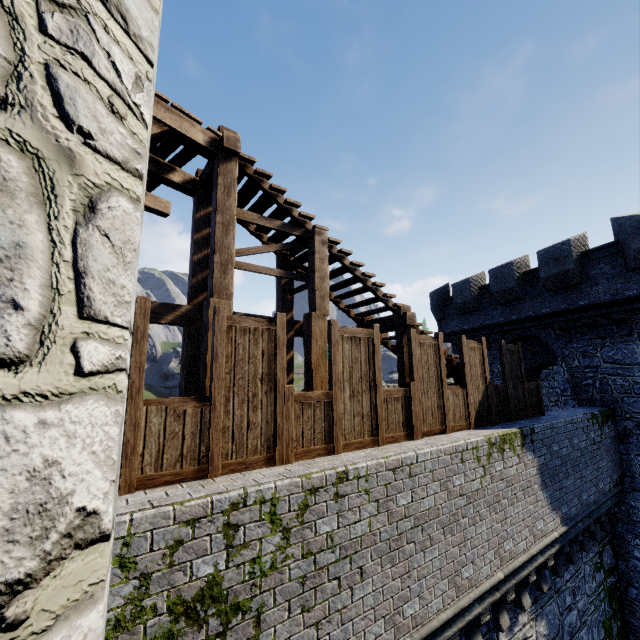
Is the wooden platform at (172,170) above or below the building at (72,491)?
above

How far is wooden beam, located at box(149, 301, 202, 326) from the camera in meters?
5.8 m

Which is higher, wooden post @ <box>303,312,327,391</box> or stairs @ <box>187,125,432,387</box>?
stairs @ <box>187,125,432,387</box>

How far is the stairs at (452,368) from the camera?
8.4 meters

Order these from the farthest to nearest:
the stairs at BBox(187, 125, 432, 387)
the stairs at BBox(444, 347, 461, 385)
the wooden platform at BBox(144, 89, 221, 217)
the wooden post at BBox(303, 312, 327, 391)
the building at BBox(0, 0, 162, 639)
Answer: the stairs at BBox(444, 347, 461, 385) → the wooden post at BBox(303, 312, 327, 391) → the stairs at BBox(187, 125, 432, 387) → the wooden platform at BBox(144, 89, 221, 217) → the building at BBox(0, 0, 162, 639)

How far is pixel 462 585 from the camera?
5.5 meters

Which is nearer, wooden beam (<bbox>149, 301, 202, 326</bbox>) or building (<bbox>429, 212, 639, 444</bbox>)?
wooden beam (<bbox>149, 301, 202, 326</bbox>)

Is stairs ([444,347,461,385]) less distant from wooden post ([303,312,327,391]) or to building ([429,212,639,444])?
wooden post ([303,312,327,391])
